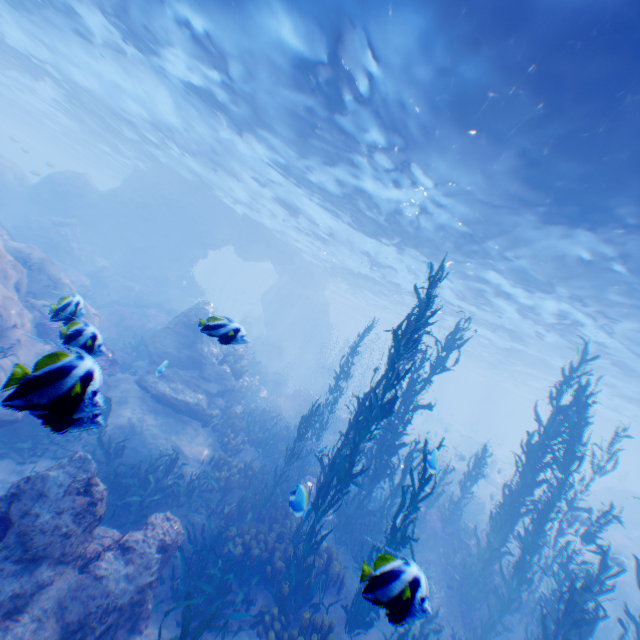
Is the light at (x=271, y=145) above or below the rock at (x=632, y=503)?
above

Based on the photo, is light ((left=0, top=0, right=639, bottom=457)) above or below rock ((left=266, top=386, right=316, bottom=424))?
above

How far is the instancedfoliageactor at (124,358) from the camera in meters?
1.9 m

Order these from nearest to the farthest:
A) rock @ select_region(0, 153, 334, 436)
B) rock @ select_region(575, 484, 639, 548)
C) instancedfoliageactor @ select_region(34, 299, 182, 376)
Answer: instancedfoliageactor @ select_region(34, 299, 182, 376)
rock @ select_region(0, 153, 334, 436)
rock @ select_region(575, 484, 639, 548)

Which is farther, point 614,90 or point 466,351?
point 466,351

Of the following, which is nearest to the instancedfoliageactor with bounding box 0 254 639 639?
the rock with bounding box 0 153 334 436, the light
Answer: the rock with bounding box 0 153 334 436

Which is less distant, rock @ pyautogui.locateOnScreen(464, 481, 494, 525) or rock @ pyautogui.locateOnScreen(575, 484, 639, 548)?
rock @ pyautogui.locateOnScreen(464, 481, 494, 525)
